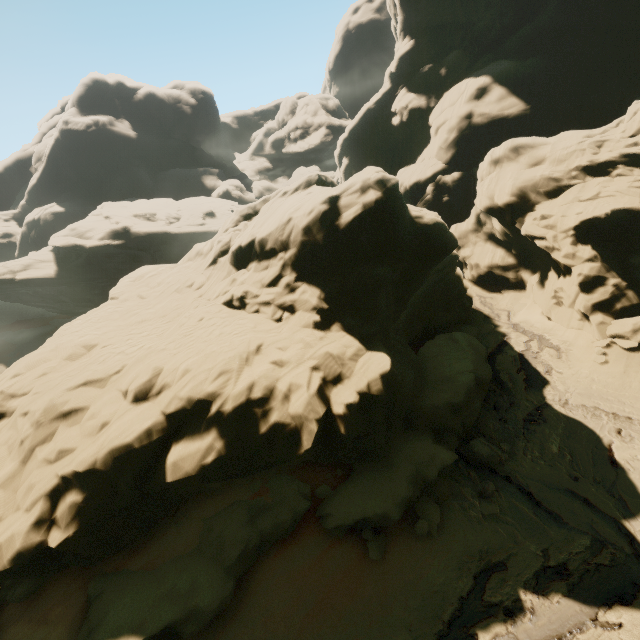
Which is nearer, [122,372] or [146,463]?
[146,463]

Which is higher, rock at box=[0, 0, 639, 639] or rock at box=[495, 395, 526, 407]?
rock at box=[0, 0, 639, 639]

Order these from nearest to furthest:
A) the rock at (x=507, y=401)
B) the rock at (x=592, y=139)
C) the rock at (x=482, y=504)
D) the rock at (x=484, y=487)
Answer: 1. the rock at (x=592, y=139)
2. the rock at (x=482, y=504)
3. the rock at (x=484, y=487)
4. the rock at (x=507, y=401)

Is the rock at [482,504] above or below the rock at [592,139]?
below

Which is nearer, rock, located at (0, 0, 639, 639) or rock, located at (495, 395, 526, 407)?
rock, located at (0, 0, 639, 639)

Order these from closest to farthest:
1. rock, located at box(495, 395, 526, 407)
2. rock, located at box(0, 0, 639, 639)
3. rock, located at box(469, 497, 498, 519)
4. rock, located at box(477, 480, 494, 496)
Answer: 1. rock, located at box(0, 0, 639, 639)
2. rock, located at box(469, 497, 498, 519)
3. rock, located at box(477, 480, 494, 496)
4. rock, located at box(495, 395, 526, 407)
